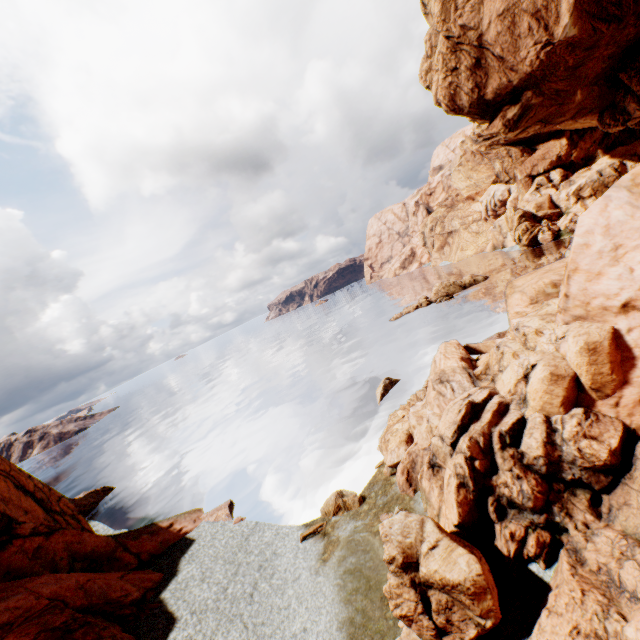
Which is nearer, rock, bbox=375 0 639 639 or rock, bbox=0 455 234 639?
rock, bbox=375 0 639 639

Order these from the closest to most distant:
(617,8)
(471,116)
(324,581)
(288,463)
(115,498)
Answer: (324,581)
(617,8)
(288,463)
(115,498)
(471,116)

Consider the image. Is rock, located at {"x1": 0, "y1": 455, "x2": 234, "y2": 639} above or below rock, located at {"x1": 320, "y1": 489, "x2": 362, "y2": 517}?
above

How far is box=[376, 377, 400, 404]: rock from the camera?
28.9 meters

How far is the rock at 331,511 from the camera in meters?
17.4

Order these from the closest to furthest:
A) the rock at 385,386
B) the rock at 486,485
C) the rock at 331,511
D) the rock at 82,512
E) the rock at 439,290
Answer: the rock at 486,485
the rock at 82,512
the rock at 331,511
the rock at 385,386
the rock at 439,290

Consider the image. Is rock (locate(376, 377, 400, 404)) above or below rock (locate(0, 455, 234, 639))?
below

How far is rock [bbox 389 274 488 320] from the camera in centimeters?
5247cm
